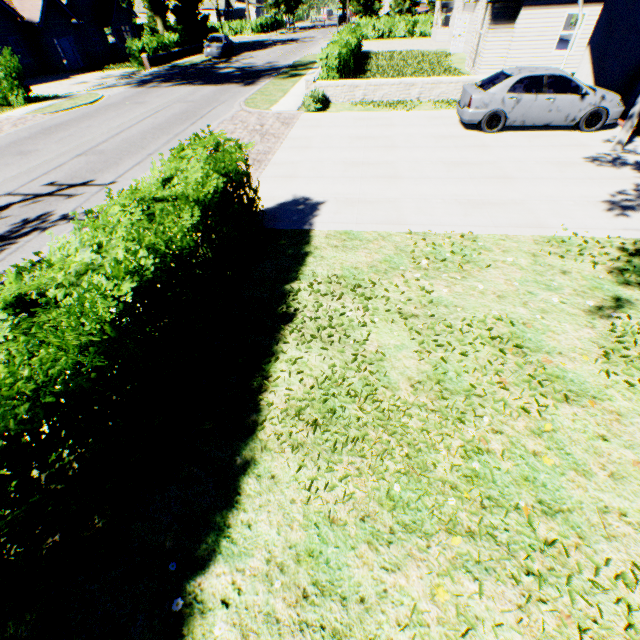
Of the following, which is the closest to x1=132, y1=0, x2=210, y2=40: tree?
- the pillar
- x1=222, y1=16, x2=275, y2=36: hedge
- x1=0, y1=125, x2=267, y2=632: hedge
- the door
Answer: x1=222, y1=16, x2=275, y2=36: hedge

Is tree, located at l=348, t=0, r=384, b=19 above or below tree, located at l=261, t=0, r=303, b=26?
below

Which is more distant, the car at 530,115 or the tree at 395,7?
the tree at 395,7

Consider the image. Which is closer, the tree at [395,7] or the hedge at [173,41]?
the hedge at [173,41]

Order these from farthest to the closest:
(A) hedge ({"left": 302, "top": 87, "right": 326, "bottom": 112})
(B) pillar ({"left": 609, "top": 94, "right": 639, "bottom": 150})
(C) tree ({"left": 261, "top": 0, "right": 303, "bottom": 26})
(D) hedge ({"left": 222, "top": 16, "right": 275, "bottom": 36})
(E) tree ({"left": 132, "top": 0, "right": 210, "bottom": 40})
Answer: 1. (D) hedge ({"left": 222, "top": 16, "right": 275, "bottom": 36})
2. (C) tree ({"left": 261, "top": 0, "right": 303, "bottom": 26})
3. (E) tree ({"left": 132, "top": 0, "right": 210, "bottom": 40})
4. (A) hedge ({"left": 302, "top": 87, "right": 326, "bottom": 112})
5. (B) pillar ({"left": 609, "top": 94, "right": 639, "bottom": 150})

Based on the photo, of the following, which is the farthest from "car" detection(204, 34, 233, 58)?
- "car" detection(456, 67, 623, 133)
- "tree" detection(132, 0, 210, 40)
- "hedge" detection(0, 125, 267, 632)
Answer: "hedge" detection(0, 125, 267, 632)

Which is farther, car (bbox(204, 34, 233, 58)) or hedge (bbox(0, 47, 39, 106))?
car (bbox(204, 34, 233, 58))

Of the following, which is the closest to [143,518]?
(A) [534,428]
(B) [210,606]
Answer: (B) [210,606]
